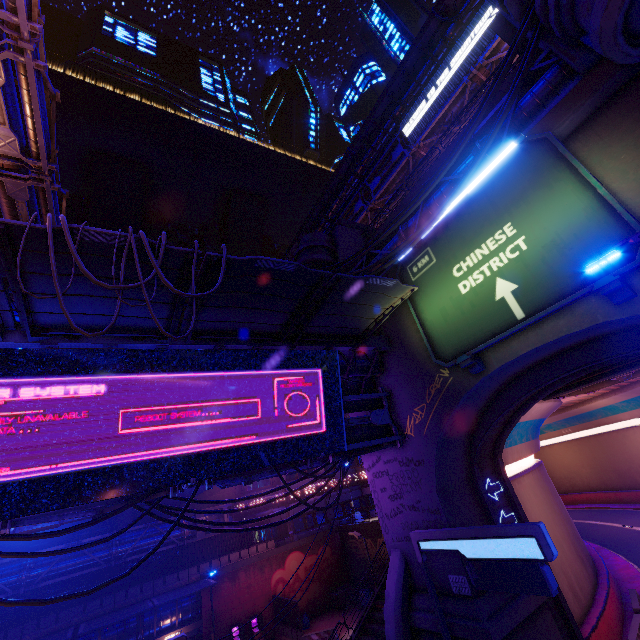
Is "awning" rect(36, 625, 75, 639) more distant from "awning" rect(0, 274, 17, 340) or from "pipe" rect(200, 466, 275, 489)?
"awning" rect(0, 274, 17, 340)

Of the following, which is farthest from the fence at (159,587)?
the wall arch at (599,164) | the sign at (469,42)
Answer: the sign at (469,42)

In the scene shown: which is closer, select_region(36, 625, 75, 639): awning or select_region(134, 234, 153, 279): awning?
select_region(134, 234, 153, 279): awning

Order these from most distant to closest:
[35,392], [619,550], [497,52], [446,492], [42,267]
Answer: [497,52], [619,550], [446,492], [35,392], [42,267]

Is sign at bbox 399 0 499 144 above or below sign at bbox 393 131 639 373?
above

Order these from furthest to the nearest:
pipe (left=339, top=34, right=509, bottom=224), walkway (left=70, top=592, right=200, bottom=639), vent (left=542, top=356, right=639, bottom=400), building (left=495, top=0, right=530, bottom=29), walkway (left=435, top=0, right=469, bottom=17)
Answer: walkway (left=435, top=0, right=469, bottom=17) → pipe (left=339, top=34, right=509, bottom=224) → walkway (left=70, top=592, right=200, bottom=639) → vent (left=542, top=356, right=639, bottom=400) → building (left=495, top=0, right=530, bottom=29)

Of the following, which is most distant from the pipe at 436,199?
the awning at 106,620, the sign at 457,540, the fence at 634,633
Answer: the awning at 106,620

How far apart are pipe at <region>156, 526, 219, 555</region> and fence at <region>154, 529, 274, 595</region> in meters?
0.0 m
